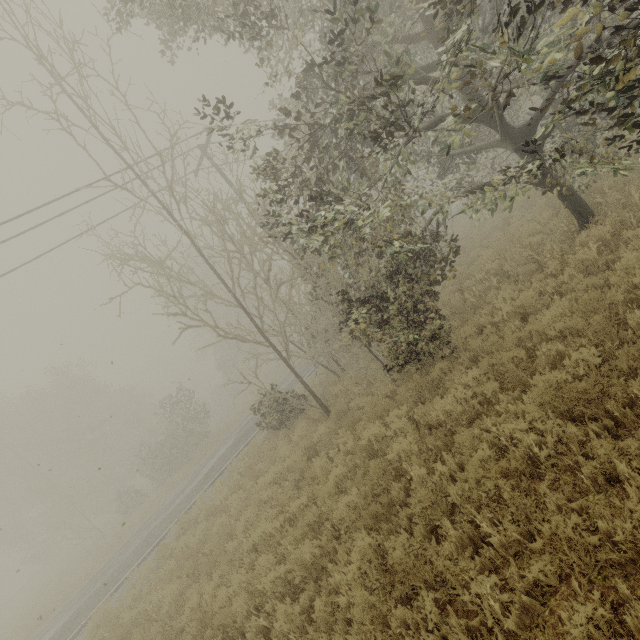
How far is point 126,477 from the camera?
33.16m

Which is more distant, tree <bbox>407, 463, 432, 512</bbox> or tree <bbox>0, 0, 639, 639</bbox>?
tree <bbox>0, 0, 639, 639</bbox>

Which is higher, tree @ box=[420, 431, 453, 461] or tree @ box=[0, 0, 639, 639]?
tree @ box=[0, 0, 639, 639]

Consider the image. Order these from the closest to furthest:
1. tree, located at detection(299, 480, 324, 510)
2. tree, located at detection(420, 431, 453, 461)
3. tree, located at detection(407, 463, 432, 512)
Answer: tree, located at detection(407, 463, 432, 512), tree, located at detection(420, 431, 453, 461), tree, located at detection(299, 480, 324, 510)

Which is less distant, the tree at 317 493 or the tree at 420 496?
the tree at 420 496

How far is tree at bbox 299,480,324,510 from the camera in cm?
720

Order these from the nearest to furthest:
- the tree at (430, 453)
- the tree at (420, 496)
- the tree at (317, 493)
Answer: the tree at (420, 496)
the tree at (430, 453)
the tree at (317, 493)
